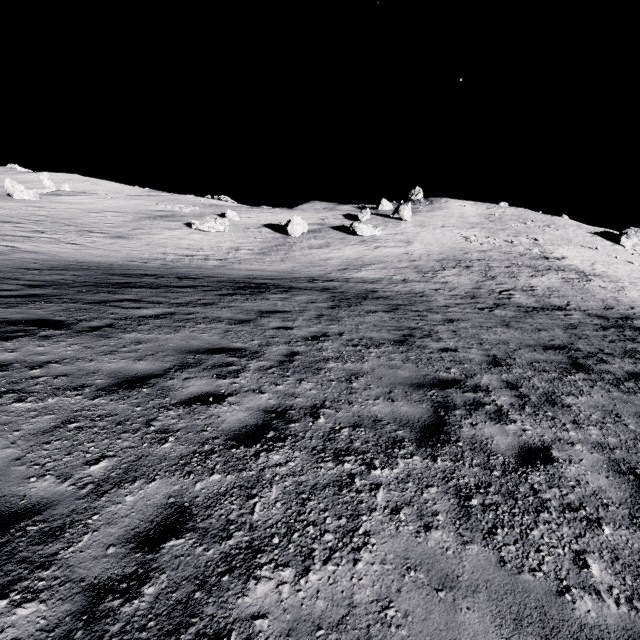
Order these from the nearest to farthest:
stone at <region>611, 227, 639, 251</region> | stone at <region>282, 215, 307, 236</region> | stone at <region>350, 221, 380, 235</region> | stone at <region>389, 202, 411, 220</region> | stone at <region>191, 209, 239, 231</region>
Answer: stone at <region>191, 209, 239, 231</region>, stone at <region>282, 215, 307, 236</region>, stone at <region>350, 221, 380, 235</region>, stone at <region>389, 202, 411, 220</region>, stone at <region>611, 227, 639, 251</region>

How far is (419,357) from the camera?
6.98m

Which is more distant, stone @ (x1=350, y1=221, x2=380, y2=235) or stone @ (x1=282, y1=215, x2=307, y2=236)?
stone @ (x1=350, y1=221, x2=380, y2=235)

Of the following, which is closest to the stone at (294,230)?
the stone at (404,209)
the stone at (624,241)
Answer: the stone at (404,209)

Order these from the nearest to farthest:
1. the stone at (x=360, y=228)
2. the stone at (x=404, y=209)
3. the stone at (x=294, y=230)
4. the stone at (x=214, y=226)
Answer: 1. the stone at (x=214, y=226)
2. the stone at (x=294, y=230)
3. the stone at (x=360, y=228)
4. the stone at (x=404, y=209)

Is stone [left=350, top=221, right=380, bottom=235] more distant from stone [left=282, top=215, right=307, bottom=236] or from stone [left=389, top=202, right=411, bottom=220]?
stone [left=389, top=202, right=411, bottom=220]

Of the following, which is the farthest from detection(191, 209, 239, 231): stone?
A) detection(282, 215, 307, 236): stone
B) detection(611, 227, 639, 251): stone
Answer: detection(611, 227, 639, 251): stone

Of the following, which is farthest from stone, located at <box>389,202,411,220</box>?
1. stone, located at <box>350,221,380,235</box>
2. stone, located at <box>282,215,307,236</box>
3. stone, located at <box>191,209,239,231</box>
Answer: stone, located at <box>191,209,239,231</box>
